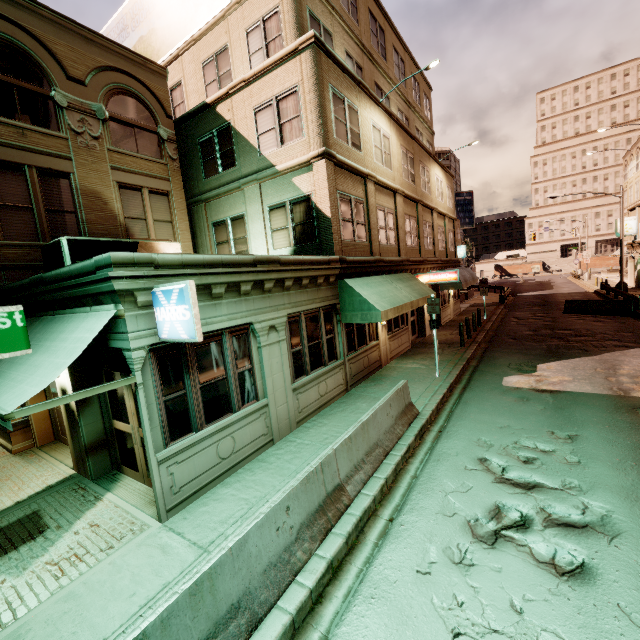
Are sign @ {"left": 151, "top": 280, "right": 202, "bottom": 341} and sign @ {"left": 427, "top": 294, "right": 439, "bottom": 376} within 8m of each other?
no

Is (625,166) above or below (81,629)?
above

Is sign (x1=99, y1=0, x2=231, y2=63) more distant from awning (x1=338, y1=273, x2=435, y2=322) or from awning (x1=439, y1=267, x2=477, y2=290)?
awning (x1=439, y1=267, x2=477, y2=290)

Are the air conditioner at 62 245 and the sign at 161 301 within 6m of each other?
yes

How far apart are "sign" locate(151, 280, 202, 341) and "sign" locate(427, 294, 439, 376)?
8.9m

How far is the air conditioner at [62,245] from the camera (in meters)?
8.50

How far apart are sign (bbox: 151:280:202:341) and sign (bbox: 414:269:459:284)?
14.8 meters

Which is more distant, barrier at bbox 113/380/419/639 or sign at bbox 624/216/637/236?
sign at bbox 624/216/637/236
